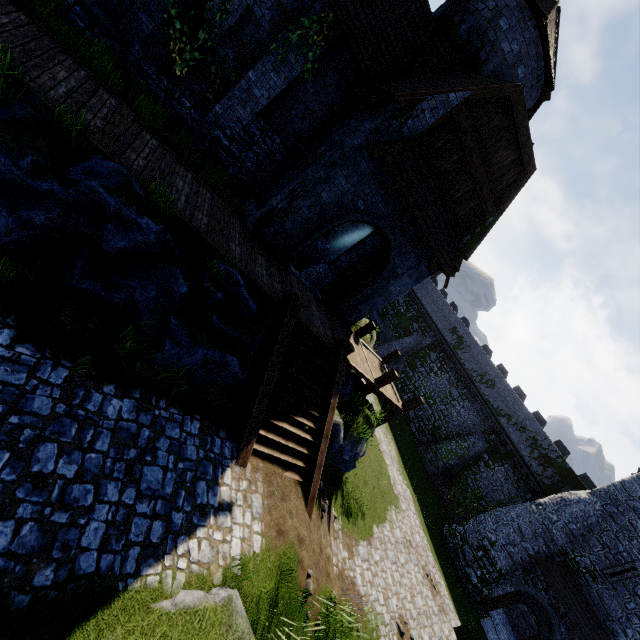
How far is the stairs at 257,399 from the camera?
8.3m

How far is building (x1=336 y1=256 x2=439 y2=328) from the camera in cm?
1320

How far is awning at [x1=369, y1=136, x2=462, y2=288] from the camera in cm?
938

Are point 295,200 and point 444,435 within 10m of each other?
no

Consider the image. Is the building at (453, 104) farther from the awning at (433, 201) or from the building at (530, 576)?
the building at (530, 576)

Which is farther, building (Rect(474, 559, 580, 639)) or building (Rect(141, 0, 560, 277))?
building (Rect(474, 559, 580, 639))

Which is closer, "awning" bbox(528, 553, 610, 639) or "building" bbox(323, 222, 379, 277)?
"building" bbox(323, 222, 379, 277)

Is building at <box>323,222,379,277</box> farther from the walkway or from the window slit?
the window slit
